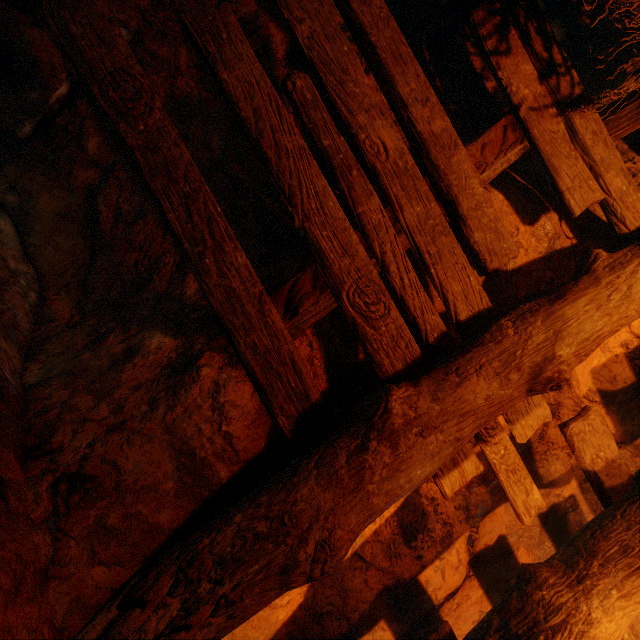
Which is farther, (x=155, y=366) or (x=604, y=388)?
(x=604, y=388)
